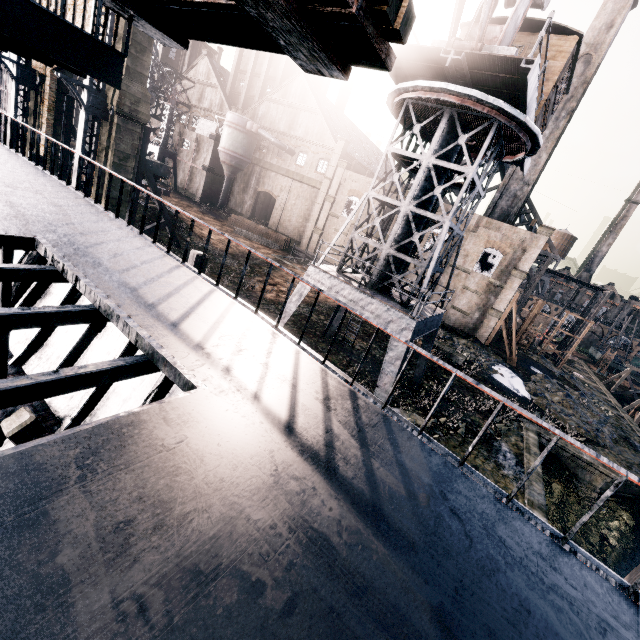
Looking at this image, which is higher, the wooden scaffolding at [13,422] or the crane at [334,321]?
the wooden scaffolding at [13,422]

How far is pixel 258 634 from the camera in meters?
1.7

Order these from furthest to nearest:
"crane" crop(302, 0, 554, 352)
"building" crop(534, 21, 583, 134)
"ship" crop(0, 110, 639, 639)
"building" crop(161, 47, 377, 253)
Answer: "building" crop(161, 47, 377, 253) < "building" crop(534, 21, 583, 134) < "crane" crop(302, 0, 554, 352) < "ship" crop(0, 110, 639, 639)

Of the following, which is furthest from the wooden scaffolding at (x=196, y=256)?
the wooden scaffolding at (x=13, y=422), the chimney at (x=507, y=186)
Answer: the chimney at (x=507, y=186)

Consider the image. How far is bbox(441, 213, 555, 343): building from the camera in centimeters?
3209cm

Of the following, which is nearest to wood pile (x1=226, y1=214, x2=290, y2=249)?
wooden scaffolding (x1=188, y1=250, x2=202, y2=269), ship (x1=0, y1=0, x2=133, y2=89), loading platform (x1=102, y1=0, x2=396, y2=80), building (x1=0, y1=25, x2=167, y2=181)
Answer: building (x1=0, y1=25, x2=167, y2=181)

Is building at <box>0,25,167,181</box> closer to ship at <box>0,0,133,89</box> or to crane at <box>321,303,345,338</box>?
ship at <box>0,0,133,89</box>

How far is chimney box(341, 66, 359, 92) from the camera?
58.8m
